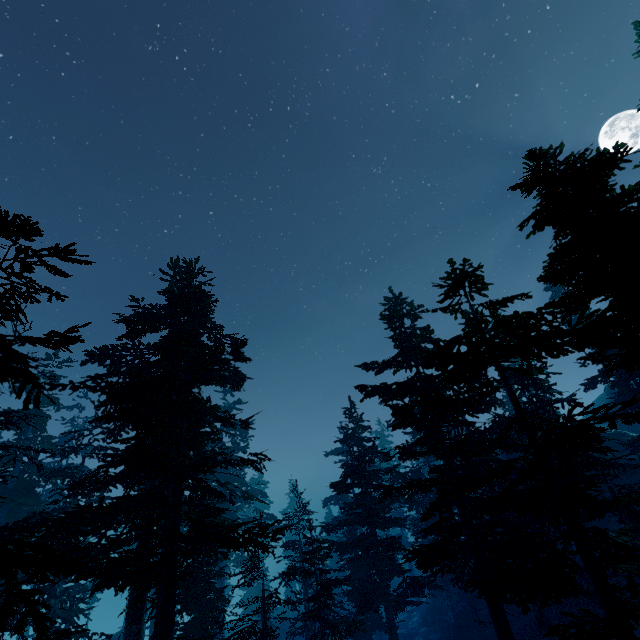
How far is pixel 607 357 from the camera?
11.2m

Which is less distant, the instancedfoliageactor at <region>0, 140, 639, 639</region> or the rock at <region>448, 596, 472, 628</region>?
the instancedfoliageactor at <region>0, 140, 639, 639</region>

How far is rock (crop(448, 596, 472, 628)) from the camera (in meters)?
30.47

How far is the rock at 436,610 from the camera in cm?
3359

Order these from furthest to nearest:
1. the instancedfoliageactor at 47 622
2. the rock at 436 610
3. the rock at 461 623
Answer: the rock at 436 610, the rock at 461 623, the instancedfoliageactor at 47 622

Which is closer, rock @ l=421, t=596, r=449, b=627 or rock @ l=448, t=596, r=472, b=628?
rock @ l=448, t=596, r=472, b=628

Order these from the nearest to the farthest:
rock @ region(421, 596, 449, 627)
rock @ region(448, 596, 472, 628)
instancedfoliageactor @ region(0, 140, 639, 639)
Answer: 1. instancedfoliageactor @ region(0, 140, 639, 639)
2. rock @ region(448, 596, 472, 628)
3. rock @ region(421, 596, 449, 627)
